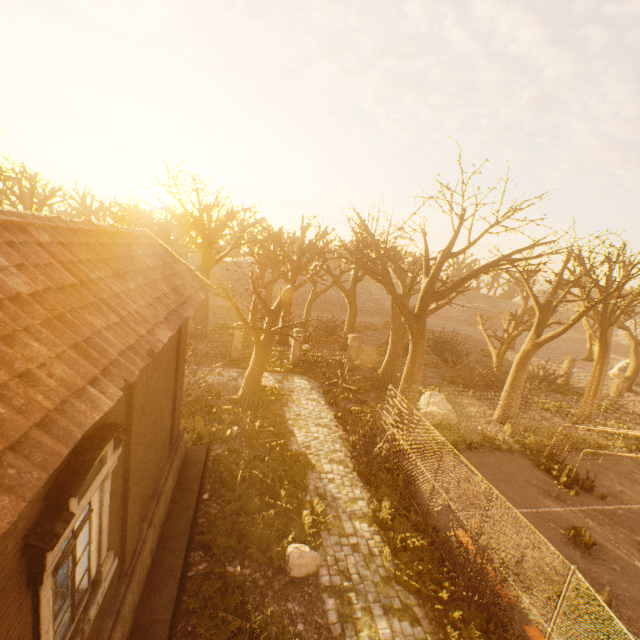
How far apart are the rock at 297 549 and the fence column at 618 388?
26.93m

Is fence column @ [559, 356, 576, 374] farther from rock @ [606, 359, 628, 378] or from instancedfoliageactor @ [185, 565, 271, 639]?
instancedfoliageactor @ [185, 565, 271, 639]

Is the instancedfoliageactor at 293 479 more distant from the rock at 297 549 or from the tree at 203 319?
the tree at 203 319

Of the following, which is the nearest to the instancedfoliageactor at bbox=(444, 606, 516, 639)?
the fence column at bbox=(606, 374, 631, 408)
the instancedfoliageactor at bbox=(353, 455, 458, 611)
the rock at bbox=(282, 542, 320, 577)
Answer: the instancedfoliageactor at bbox=(353, 455, 458, 611)

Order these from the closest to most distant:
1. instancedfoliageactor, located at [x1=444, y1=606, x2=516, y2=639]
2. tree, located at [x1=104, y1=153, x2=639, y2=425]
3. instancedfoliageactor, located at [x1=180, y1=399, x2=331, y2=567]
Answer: instancedfoliageactor, located at [x1=444, y1=606, x2=516, y2=639], instancedfoliageactor, located at [x1=180, y1=399, x2=331, y2=567], tree, located at [x1=104, y1=153, x2=639, y2=425]

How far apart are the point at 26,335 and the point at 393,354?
20.0m

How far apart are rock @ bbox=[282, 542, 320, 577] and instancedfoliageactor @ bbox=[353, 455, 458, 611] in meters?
1.8

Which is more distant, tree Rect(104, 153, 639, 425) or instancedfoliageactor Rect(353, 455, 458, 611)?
tree Rect(104, 153, 639, 425)
